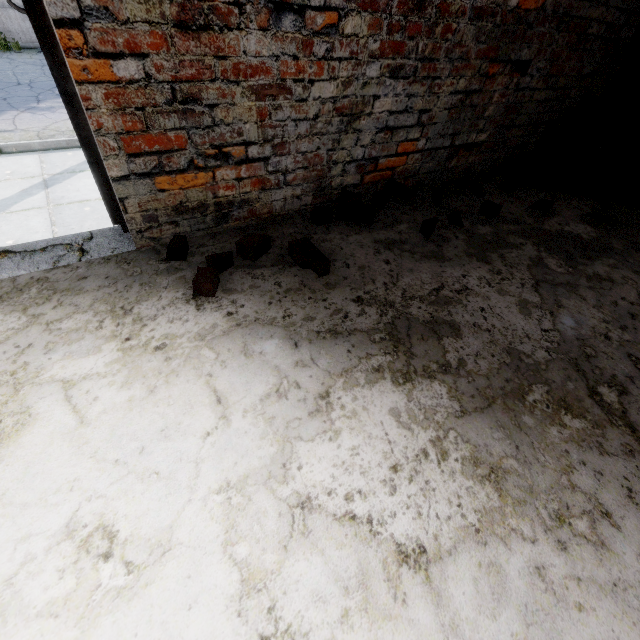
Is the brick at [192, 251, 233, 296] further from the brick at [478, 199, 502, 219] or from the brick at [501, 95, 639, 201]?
the brick at [501, 95, 639, 201]

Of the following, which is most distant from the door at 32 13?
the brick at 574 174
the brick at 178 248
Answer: the brick at 574 174

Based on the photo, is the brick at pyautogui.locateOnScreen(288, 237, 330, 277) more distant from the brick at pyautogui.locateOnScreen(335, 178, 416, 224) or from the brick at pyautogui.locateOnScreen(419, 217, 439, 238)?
the brick at pyautogui.locateOnScreen(419, 217, 439, 238)

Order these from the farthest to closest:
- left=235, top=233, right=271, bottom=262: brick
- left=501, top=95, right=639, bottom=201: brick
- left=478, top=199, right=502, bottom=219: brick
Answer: left=501, top=95, right=639, bottom=201: brick → left=478, top=199, right=502, bottom=219: brick → left=235, top=233, right=271, bottom=262: brick

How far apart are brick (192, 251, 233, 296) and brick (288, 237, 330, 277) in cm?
35

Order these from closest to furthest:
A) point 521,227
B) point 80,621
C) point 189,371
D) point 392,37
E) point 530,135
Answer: point 80,621 < point 189,371 < point 392,37 < point 521,227 < point 530,135

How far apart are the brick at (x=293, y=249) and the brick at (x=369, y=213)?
0.4m

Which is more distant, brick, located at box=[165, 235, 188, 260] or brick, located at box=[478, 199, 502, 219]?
brick, located at box=[478, 199, 502, 219]
